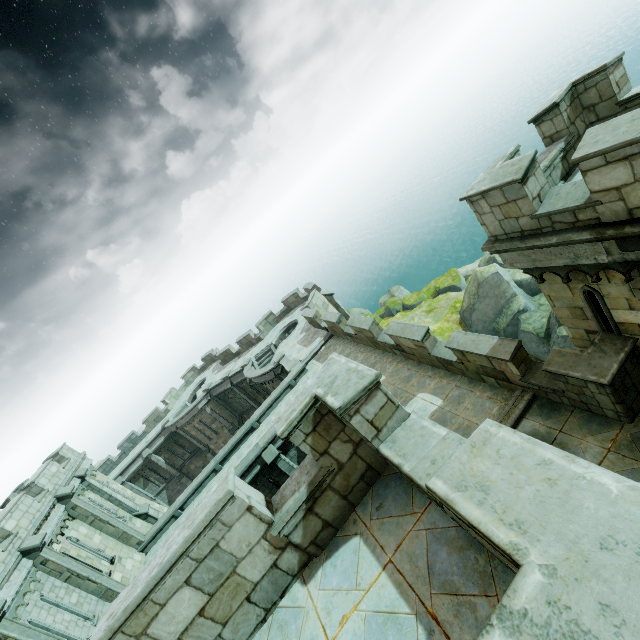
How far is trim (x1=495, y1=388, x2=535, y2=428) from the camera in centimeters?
876cm

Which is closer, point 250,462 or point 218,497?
point 218,497

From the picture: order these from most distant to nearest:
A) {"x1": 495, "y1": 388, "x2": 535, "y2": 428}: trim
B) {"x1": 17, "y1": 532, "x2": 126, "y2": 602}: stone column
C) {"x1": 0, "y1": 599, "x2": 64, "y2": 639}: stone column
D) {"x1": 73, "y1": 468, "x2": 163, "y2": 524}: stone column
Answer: {"x1": 73, "y1": 468, "x2": 163, "y2": 524}: stone column
{"x1": 17, "y1": 532, "x2": 126, "y2": 602}: stone column
{"x1": 0, "y1": 599, "x2": 64, "y2": 639}: stone column
{"x1": 495, "y1": 388, "x2": 535, "y2": 428}: trim

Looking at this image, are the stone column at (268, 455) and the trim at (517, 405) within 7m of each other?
no

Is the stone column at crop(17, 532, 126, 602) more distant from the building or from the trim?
the trim

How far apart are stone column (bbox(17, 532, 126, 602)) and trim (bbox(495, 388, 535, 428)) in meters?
15.9

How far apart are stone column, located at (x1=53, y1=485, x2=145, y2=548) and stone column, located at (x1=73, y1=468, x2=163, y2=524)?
1.9m

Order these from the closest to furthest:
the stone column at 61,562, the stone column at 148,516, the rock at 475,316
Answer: the stone column at 61,562, the stone column at 148,516, the rock at 475,316
